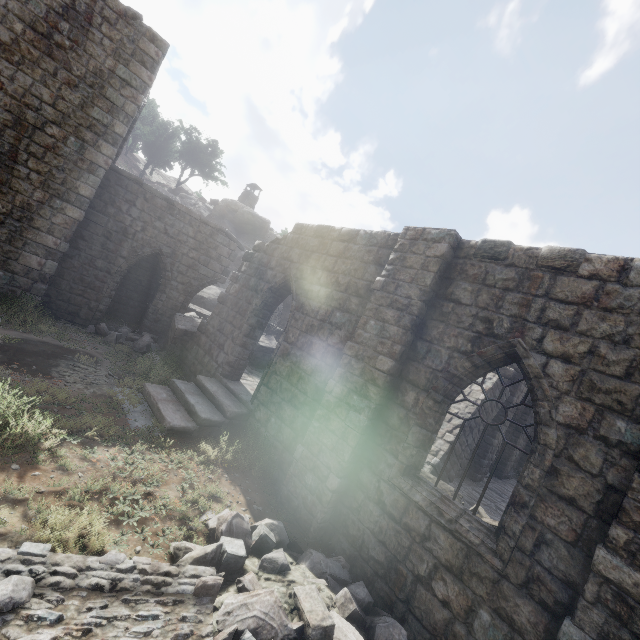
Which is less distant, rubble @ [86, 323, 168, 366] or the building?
the building

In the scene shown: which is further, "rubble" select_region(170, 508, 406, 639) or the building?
the building

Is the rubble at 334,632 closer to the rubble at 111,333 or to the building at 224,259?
the building at 224,259

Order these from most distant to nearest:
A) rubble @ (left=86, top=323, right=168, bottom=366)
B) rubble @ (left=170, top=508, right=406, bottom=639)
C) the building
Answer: rubble @ (left=86, top=323, right=168, bottom=366)
the building
rubble @ (left=170, top=508, right=406, bottom=639)

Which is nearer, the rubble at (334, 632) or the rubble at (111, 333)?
the rubble at (334, 632)

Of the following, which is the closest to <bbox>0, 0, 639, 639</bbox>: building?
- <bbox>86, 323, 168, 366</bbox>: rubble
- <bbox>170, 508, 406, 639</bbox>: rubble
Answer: <bbox>86, 323, 168, 366</bbox>: rubble

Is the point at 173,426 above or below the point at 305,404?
below
